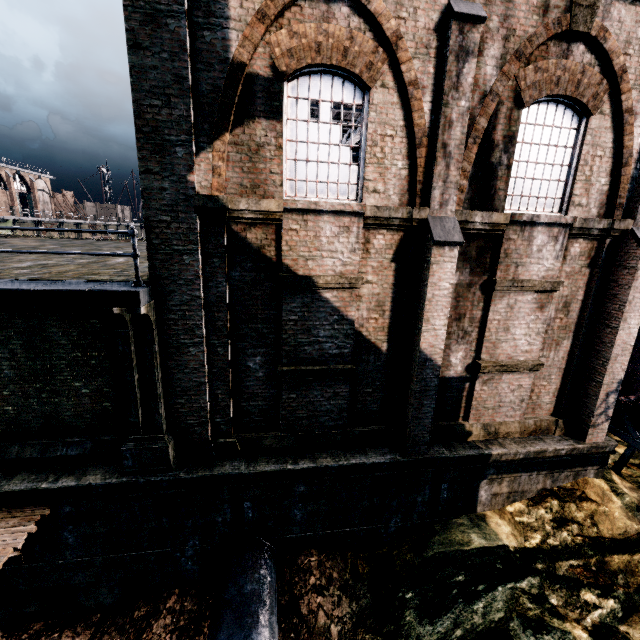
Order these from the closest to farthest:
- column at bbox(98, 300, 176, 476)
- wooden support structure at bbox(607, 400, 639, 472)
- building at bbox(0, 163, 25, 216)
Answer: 1. column at bbox(98, 300, 176, 476)
2. wooden support structure at bbox(607, 400, 639, 472)
3. building at bbox(0, 163, 25, 216)

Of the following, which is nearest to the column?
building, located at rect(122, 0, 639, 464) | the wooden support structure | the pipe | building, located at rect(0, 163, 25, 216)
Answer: building, located at rect(122, 0, 639, 464)

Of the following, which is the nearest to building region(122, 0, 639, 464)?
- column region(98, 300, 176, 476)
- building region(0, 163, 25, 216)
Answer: column region(98, 300, 176, 476)

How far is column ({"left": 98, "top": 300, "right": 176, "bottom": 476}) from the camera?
7.5 meters

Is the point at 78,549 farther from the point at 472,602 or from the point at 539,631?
the point at 539,631

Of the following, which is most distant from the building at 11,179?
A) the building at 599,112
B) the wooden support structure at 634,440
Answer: the wooden support structure at 634,440

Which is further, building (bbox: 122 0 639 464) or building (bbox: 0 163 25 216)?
building (bbox: 0 163 25 216)

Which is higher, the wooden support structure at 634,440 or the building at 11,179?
the building at 11,179
